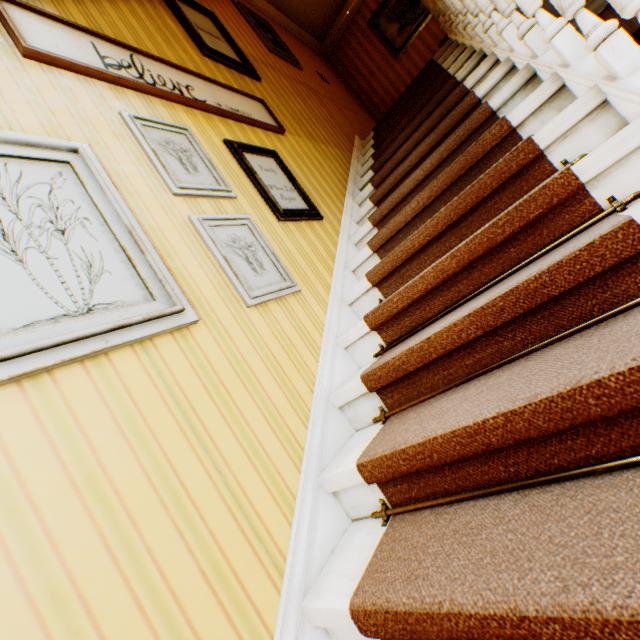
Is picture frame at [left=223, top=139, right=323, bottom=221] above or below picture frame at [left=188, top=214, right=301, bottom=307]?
above

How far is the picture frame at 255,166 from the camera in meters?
2.3 m

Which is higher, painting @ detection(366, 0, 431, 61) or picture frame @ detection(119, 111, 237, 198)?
painting @ detection(366, 0, 431, 61)

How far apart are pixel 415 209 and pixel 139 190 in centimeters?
163cm

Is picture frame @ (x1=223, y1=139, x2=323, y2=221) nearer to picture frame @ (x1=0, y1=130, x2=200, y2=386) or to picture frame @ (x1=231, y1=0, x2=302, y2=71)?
picture frame @ (x1=0, y1=130, x2=200, y2=386)

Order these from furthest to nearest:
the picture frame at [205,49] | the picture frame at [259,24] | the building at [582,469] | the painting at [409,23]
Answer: the painting at [409,23], the picture frame at [259,24], the picture frame at [205,49], the building at [582,469]

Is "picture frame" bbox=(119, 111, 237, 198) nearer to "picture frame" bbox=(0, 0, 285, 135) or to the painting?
"picture frame" bbox=(0, 0, 285, 135)

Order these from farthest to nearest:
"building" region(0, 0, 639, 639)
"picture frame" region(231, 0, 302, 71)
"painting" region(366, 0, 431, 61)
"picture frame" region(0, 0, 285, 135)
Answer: "painting" region(366, 0, 431, 61), "picture frame" region(231, 0, 302, 71), "picture frame" region(0, 0, 285, 135), "building" region(0, 0, 639, 639)
